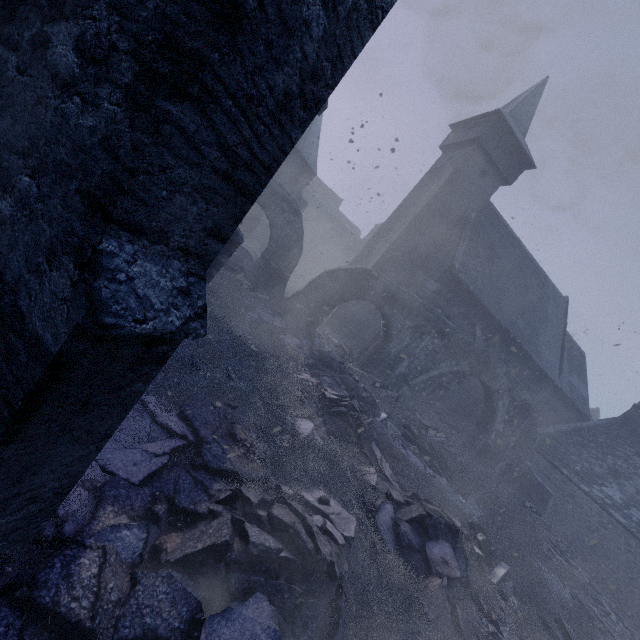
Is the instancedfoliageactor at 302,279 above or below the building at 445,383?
below

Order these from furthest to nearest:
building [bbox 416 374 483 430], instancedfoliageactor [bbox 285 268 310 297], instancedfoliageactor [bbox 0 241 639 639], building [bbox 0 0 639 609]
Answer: instancedfoliageactor [bbox 285 268 310 297]
building [bbox 416 374 483 430]
instancedfoliageactor [bbox 0 241 639 639]
building [bbox 0 0 639 609]

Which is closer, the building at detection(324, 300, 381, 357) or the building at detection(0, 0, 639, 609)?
the building at detection(0, 0, 639, 609)

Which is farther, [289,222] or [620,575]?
[620,575]

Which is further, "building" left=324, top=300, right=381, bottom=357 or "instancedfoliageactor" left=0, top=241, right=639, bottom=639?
"building" left=324, top=300, right=381, bottom=357

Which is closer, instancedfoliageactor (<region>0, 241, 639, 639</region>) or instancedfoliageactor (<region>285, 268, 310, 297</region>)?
instancedfoliageactor (<region>0, 241, 639, 639</region>)

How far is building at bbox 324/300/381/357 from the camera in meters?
19.4
